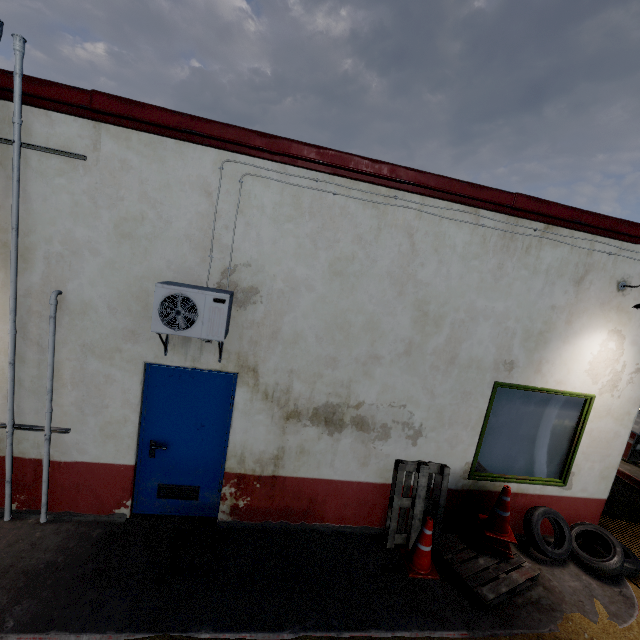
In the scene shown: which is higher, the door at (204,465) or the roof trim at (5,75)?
the roof trim at (5,75)

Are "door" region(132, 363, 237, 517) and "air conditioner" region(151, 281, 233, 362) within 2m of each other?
yes

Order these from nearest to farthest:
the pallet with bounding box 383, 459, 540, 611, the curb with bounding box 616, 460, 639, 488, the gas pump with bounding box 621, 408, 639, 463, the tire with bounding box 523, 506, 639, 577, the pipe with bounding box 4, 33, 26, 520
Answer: the pipe with bounding box 4, 33, 26, 520 → the pallet with bounding box 383, 459, 540, 611 → the tire with bounding box 523, 506, 639, 577 → the curb with bounding box 616, 460, 639, 488 → the gas pump with bounding box 621, 408, 639, 463

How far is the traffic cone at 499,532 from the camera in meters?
4.5

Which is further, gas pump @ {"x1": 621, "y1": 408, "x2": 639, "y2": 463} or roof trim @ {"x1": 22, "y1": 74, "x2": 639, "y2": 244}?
gas pump @ {"x1": 621, "y1": 408, "x2": 639, "y2": 463}

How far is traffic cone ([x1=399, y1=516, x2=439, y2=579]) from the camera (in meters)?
4.19

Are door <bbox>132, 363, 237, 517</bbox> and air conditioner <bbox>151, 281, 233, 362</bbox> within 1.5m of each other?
yes

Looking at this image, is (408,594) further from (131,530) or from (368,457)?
(131,530)
